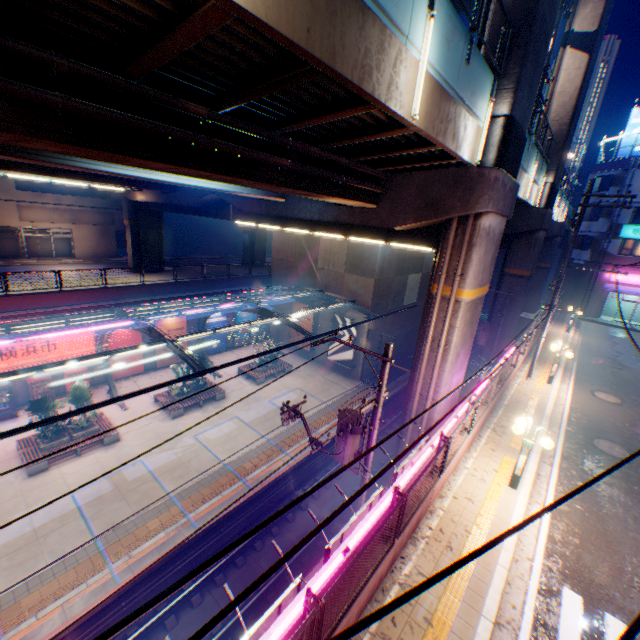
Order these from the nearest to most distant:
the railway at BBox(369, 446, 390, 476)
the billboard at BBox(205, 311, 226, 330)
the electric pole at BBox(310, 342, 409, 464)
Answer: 1. the electric pole at BBox(310, 342, 409, 464)
2. the railway at BBox(369, 446, 390, 476)
3. the billboard at BBox(205, 311, 226, 330)

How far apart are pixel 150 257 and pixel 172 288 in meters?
9.4

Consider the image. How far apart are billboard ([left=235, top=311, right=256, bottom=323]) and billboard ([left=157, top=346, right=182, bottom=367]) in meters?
4.8 m

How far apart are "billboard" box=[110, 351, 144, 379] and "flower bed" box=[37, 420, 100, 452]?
6.2 meters

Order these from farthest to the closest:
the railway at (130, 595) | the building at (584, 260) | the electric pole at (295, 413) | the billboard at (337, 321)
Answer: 1. the building at (584, 260)
2. the billboard at (337, 321)
3. the electric pole at (295, 413)
4. the railway at (130, 595)

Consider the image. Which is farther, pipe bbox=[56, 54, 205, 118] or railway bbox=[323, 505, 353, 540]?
railway bbox=[323, 505, 353, 540]

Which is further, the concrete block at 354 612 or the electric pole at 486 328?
the electric pole at 486 328

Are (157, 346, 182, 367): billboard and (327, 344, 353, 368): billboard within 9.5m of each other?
no
